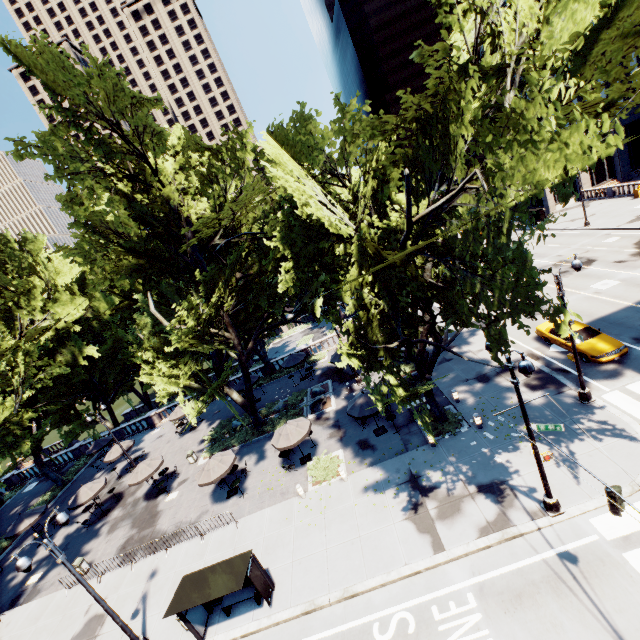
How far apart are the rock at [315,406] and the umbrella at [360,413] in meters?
5.4 m

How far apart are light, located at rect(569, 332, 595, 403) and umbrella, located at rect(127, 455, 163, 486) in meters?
26.9 m

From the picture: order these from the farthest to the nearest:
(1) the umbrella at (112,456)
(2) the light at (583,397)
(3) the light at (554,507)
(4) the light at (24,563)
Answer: (1) the umbrella at (112,456)
(2) the light at (583,397)
(4) the light at (24,563)
(3) the light at (554,507)

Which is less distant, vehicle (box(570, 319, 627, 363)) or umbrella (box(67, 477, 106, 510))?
vehicle (box(570, 319, 627, 363))

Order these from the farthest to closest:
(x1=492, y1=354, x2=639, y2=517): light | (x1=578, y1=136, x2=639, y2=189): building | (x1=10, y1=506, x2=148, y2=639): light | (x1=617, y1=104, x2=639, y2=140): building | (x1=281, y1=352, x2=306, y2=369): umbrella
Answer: (x1=578, y1=136, x2=639, y2=189): building, (x1=617, y1=104, x2=639, y2=140): building, (x1=281, y1=352, x2=306, y2=369): umbrella, (x1=10, y1=506, x2=148, y2=639): light, (x1=492, y1=354, x2=639, y2=517): light

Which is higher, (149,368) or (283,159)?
(283,159)

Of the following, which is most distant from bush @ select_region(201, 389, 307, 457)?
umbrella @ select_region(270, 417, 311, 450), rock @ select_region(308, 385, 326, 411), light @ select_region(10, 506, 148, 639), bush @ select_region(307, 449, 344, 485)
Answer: light @ select_region(10, 506, 148, 639)
